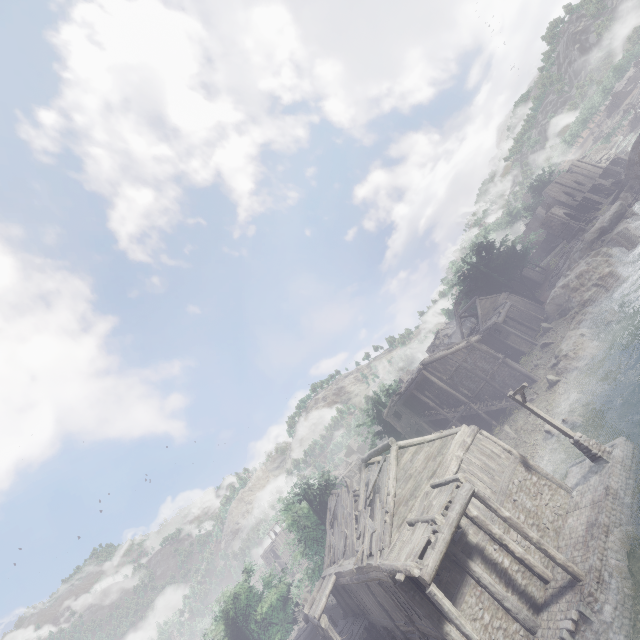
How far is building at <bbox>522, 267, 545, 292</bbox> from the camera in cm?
5462

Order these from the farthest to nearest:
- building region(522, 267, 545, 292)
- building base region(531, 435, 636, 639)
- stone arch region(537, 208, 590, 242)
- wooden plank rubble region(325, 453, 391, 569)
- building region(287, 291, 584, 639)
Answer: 1. stone arch region(537, 208, 590, 242)
2. building region(522, 267, 545, 292)
3. wooden plank rubble region(325, 453, 391, 569)
4. building region(287, 291, 584, 639)
5. building base region(531, 435, 636, 639)

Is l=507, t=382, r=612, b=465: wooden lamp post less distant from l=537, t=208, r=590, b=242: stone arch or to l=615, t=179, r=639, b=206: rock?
l=615, t=179, r=639, b=206: rock

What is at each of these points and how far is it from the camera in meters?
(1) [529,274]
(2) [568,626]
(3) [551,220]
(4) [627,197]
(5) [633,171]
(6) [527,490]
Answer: (1) building, 55.8 m
(2) building base, 11.6 m
(3) stone arch, 57.1 m
(4) rock, 48.2 m
(5) bridge, 49.2 m
(6) building, 16.9 m

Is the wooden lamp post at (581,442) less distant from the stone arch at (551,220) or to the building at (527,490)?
the building at (527,490)

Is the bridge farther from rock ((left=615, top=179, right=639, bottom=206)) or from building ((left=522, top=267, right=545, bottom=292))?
building ((left=522, top=267, right=545, bottom=292))

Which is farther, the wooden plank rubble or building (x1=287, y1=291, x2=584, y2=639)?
the wooden plank rubble

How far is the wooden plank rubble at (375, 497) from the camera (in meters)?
15.31
